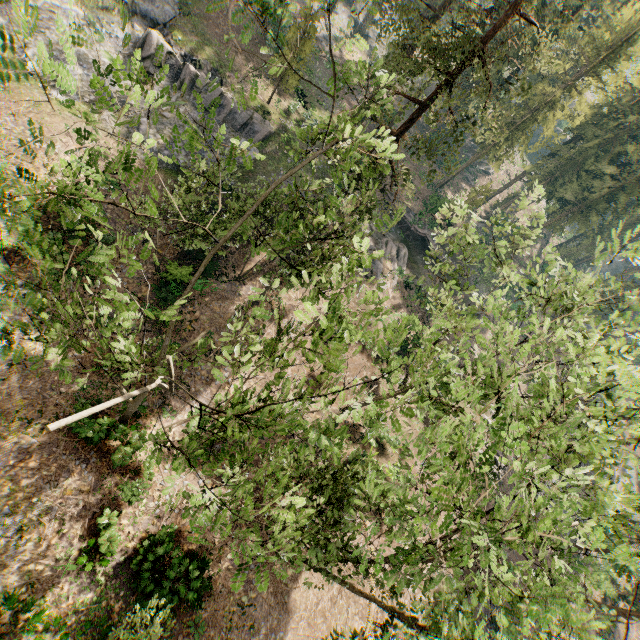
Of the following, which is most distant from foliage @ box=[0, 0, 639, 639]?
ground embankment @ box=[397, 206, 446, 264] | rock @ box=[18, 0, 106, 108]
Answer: ground embankment @ box=[397, 206, 446, 264]

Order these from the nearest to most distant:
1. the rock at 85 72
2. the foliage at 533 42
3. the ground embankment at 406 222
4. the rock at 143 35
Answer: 1. the foliage at 533 42
2. the rock at 85 72
3. the rock at 143 35
4. the ground embankment at 406 222

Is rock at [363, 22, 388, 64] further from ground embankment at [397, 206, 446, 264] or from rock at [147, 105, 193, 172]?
rock at [147, 105, 193, 172]

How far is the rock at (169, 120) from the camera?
26.8 meters

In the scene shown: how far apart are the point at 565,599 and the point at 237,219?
20.0 meters

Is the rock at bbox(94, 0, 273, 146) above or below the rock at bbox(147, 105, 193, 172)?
above

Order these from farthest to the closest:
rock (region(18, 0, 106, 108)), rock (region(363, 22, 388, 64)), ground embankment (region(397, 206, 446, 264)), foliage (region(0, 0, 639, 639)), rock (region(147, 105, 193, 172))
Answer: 1. rock (region(363, 22, 388, 64))
2. ground embankment (region(397, 206, 446, 264))
3. rock (region(147, 105, 193, 172))
4. rock (region(18, 0, 106, 108))
5. foliage (region(0, 0, 639, 639))

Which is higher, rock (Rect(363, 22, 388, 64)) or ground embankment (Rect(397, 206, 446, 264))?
rock (Rect(363, 22, 388, 64))
